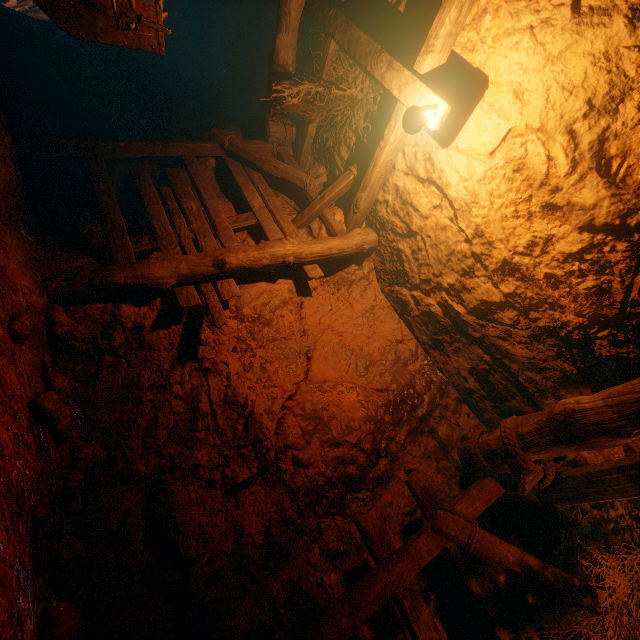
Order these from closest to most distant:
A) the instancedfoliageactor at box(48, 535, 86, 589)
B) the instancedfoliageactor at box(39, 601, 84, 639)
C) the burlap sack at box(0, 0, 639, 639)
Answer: the instancedfoliageactor at box(39, 601, 84, 639) < the instancedfoliageactor at box(48, 535, 86, 589) < the burlap sack at box(0, 0, 639, 639)

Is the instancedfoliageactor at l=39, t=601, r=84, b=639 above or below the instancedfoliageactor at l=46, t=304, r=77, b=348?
below

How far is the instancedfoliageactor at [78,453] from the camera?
2.5 meters

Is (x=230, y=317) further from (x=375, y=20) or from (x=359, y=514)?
(x=375, y=20)

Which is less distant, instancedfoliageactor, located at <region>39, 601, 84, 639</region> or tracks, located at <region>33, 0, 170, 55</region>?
instancedfoliageactor, located at <region>39, 601, 84, 639</region>

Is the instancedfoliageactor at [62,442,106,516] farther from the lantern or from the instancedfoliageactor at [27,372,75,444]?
the lantern

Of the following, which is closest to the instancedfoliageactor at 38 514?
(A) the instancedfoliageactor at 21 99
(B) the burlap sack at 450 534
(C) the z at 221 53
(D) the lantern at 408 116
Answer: (B) the burlap sack at 450 534

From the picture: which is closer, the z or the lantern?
the lantern
